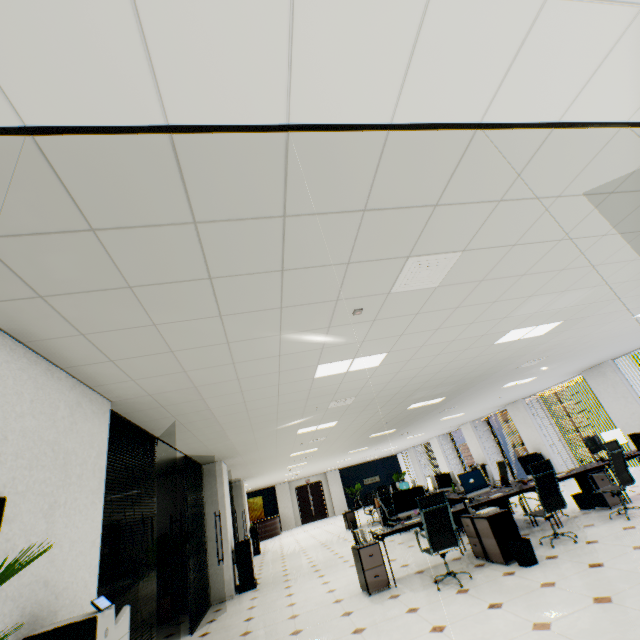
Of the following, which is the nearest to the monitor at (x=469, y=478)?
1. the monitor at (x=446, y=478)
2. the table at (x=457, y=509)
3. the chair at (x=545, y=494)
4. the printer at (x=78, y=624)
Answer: the table at (x=457, y=509)

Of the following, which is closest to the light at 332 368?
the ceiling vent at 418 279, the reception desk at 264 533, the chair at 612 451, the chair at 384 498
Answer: the ceiling vent at 418 279

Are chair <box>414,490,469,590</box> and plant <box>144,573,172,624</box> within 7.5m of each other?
yes

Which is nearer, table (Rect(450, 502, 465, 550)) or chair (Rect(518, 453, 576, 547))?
chair (Rect(518, 453, 576, 547))

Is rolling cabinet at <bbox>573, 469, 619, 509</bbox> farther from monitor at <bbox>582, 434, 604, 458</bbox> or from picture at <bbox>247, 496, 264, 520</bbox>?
picture at <bbox>247, 496, 264, 520</bbox>

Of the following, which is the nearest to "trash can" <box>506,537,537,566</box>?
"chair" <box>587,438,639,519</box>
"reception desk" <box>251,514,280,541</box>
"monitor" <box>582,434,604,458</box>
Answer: "chair" <box>587,438,639,519</box>

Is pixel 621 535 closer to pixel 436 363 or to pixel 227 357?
pixel 436 363

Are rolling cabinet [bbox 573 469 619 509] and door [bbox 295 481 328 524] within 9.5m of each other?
no
